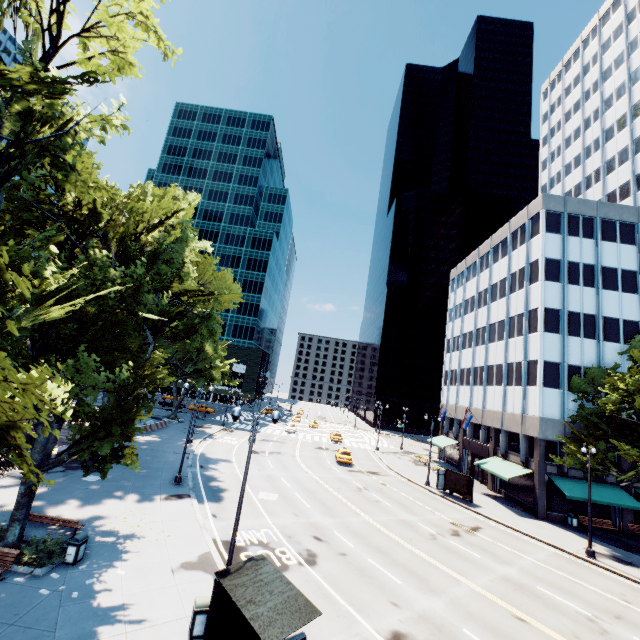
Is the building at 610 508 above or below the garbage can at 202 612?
above

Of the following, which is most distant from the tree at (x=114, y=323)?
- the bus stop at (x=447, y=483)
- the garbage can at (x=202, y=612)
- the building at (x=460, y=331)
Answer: the bus stop at (x=447, y=483)

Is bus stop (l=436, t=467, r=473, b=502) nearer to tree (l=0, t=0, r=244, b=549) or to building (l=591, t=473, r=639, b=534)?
building (l=591, t=473, r=639, b=534)

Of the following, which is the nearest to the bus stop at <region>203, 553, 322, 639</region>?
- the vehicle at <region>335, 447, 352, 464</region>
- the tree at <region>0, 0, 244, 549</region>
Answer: the tree at <region>0, 0, 244, 549</region>

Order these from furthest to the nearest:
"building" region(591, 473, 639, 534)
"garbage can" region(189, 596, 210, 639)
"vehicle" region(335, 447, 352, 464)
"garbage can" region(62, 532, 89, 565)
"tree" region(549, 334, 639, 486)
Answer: "vehicle" region(335, 447, 352, 464)
"building" region(591, 473, 639, 534)
"tree" region(549, 334, 639, 486)
"garbage can" region(62, 532, 89, 565)
"garbage can" region(189, 596, 210, 639)

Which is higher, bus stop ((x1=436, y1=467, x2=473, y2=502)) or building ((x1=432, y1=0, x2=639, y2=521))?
building ((x1=432, y1=0, x2=639, y2=521))

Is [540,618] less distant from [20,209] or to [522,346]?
[522,346]

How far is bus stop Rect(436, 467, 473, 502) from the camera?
30.8m
